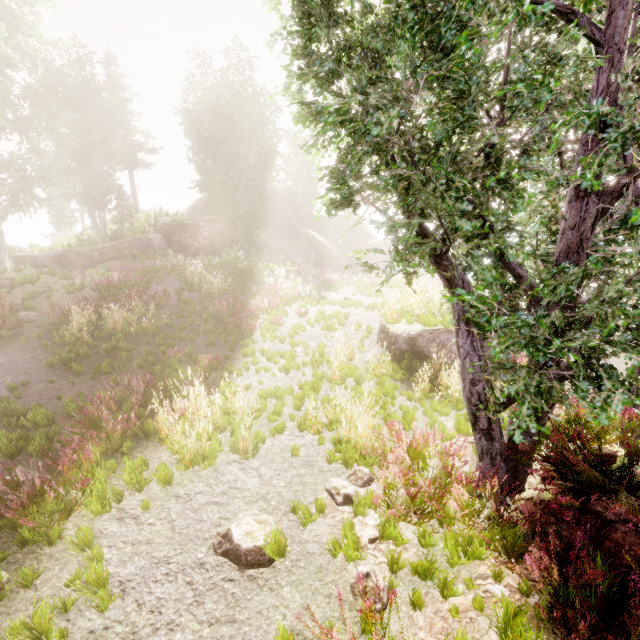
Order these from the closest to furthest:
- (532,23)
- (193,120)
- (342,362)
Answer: (532,23), (342,362), (193,120)

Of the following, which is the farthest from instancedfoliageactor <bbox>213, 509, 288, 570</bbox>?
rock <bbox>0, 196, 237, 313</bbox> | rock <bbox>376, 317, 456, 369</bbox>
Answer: rock <bbox>376, 317, 456, 369</bbox>

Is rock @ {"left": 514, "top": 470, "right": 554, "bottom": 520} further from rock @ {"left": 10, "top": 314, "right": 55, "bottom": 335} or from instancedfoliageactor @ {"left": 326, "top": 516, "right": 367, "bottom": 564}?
rock @ {"left": 10, "top": 314, "right": 55, "bottom": 335}

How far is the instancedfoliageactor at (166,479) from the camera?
5.19m

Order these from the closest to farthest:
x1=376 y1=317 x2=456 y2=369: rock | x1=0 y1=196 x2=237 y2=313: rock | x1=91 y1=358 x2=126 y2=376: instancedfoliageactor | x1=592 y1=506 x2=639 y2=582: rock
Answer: x1=592 y1=506 x2=639 y2=582: rock → x1=91 y1=358 x2=126 y2=376: instancedfoliageactor → x1=376 y1=317 x2=456 y2=369: rock → x1=0 y1=196 x2=237 y2=313: rock

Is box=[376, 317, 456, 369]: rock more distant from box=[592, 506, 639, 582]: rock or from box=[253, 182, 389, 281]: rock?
box=[253, 182, 389, 281]: rock

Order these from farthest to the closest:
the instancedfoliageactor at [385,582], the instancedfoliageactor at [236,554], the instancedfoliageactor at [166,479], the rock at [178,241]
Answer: the rock at [178,241] → the instancedfoliageactor at [166,479] → the instancedfoliageactor at [236,554] → the instancedfoliageactor at [385,582]

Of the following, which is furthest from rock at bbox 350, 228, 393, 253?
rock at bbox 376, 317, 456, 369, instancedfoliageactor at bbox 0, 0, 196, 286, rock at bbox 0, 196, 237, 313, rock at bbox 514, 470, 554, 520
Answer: rock at bbox 514, 470, 554, 520
